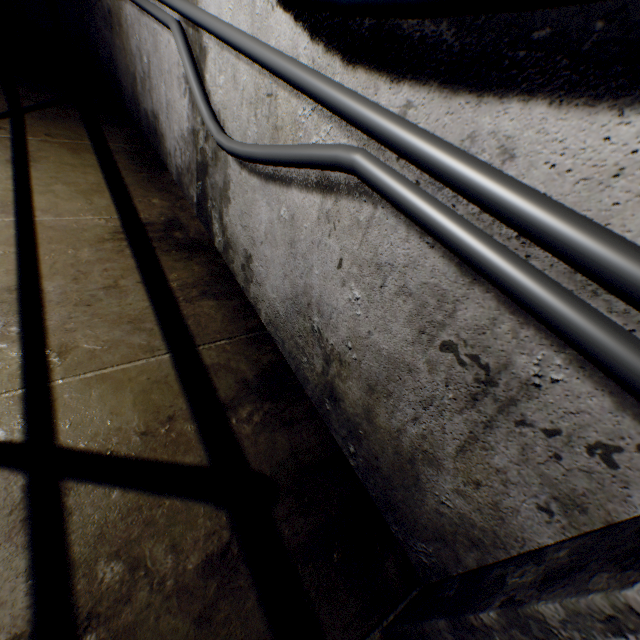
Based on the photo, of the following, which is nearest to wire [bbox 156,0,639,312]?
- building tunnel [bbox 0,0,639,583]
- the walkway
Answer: building tunnel [bbox 0,0,639,583]

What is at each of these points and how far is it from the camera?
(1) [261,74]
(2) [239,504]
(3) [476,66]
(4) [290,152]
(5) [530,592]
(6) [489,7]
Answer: (1) building tunnel, 1.26m
(2) walkway, 1.13m
(3) building tunnel, 0.62m
(4) wire, 1.02m
(5) wall archway, 0.58m
(6) cable, 0.47m

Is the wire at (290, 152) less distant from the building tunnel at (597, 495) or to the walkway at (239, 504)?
the building tunnel at (597, 495)

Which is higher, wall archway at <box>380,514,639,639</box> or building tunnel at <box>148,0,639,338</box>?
building tunnel at <box>148,0,639,338</box>

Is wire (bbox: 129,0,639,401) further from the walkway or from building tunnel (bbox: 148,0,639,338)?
the walkway

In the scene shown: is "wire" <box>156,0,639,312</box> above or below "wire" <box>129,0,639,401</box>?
above

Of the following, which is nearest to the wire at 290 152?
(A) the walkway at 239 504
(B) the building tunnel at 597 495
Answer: (B) the building tunnel at 597 495
